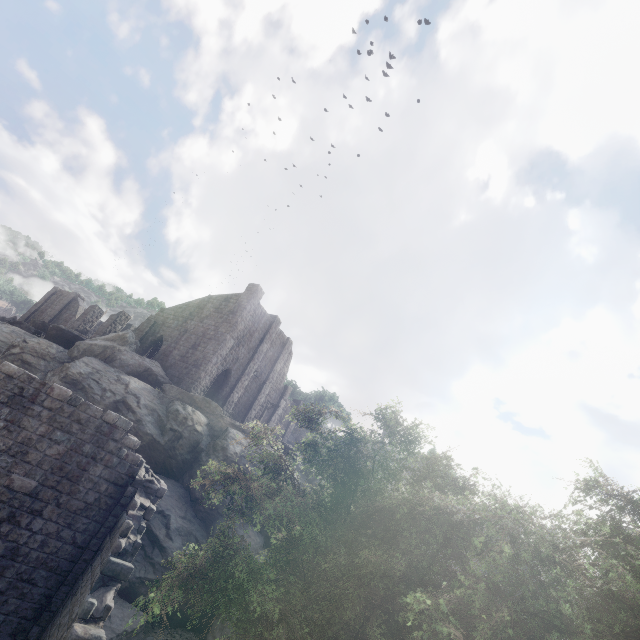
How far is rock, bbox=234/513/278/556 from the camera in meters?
17.0 m

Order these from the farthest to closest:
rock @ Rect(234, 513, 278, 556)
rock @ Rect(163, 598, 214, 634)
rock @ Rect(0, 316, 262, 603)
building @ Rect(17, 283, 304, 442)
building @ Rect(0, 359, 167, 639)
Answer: building @ Rect(17, 283, 304, 442)
rock @ Rect(234, 513, 278, 556)
rock @ Rect(0, 316, 262, 603)
rock @ Rect(163, 598, 214, 634)
building @ Rect(0, 359, 167, 639)

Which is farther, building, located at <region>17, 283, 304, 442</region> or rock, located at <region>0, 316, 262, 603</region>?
building, located at <region>17, 283, 304, 442</region>

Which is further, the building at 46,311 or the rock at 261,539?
the building at 46,311

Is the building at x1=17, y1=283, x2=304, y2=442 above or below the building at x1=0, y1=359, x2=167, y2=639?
above

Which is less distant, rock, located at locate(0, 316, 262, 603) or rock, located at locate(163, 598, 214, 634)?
rock, located at locate(163, 598, 214, 634)

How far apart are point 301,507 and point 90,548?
8.6m
